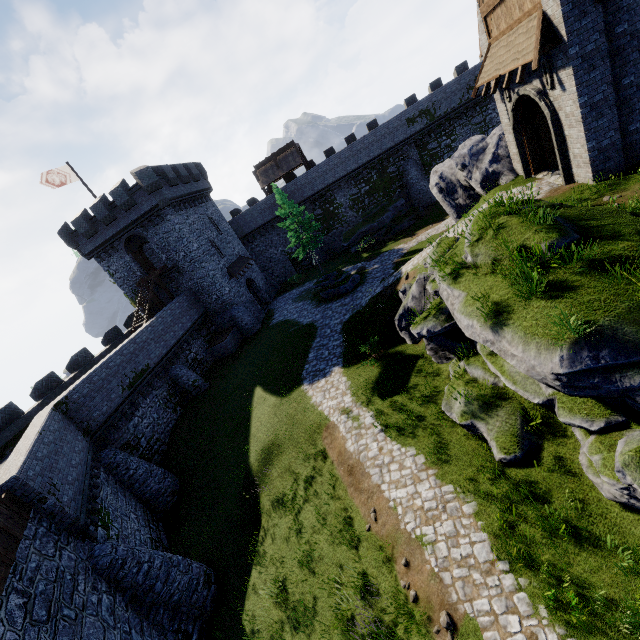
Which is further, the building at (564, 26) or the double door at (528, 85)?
the double door at (528, 85)

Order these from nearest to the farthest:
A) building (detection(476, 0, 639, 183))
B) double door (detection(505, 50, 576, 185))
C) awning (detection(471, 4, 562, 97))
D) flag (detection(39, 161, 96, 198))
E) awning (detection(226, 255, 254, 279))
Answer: building (detection(476, 0, 639, 183)) → awning (detection(471, 4, 562, 97)) → double door (detection(505, 50, 576, 185)) → flag (detection(39, 161, 96, 198)) → awning (detection(226, 255, 254, 279))

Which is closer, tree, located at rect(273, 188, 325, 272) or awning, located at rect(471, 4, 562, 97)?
awning, located at rect(471, 4, 562, 97)

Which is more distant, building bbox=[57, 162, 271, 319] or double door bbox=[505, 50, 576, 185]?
building bbox=[57, 162, 271, 319]

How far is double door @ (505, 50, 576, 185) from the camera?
11.98m

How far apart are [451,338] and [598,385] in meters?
6.7 m

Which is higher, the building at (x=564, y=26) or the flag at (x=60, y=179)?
the flag at (x=60, y=179)

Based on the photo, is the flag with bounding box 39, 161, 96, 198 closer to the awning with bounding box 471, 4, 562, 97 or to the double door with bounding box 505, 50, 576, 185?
the awning with bounding box 471, 4, 562, 97
